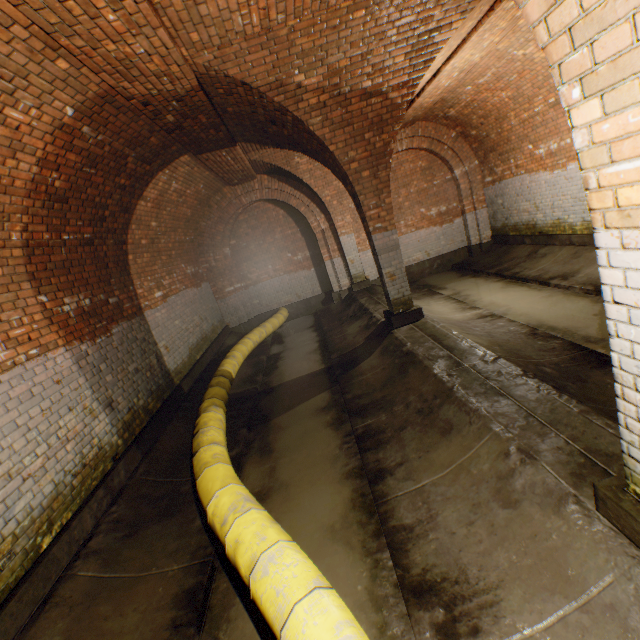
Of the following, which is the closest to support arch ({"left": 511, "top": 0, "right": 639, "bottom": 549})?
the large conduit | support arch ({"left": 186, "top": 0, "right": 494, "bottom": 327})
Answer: support arch ({"left": 186, "top": 0, "right": 494, "bottom": 327})

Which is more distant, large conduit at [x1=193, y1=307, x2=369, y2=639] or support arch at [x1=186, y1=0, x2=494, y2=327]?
support arch at [x1=186, y1=0, x2=494, y2=327]

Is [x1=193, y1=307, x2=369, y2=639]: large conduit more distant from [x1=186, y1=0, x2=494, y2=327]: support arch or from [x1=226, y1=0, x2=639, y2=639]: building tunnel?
[x1=186, y1=0, x2=494, y2=327]: support arch

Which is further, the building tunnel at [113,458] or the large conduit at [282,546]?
the building tunnel at [113,458]

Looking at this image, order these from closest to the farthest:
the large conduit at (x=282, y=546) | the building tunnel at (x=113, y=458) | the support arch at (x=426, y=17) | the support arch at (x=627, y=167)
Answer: the support arch at (x=627, y=167) < the large conduit at (x=282, y=546) < the building tunnel at (x=113, y=458) < the support arch at (x=426, y=17)

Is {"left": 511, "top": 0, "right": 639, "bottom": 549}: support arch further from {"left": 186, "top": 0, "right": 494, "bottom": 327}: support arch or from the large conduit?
the large conduit

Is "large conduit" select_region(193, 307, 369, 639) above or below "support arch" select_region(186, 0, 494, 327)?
below

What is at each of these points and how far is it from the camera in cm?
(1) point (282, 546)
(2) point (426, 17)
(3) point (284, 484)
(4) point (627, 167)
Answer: (1) large conduit, 227
(2) support arch, 398
(3) building tunnel, 388
(4) support arch, 127
